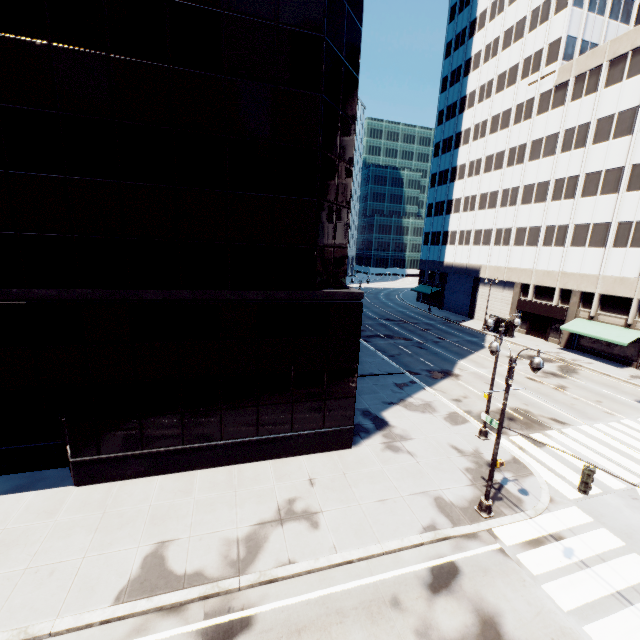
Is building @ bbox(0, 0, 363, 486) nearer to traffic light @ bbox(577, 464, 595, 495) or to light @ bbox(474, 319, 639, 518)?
light @ bbox(474, 319, 639, 518)

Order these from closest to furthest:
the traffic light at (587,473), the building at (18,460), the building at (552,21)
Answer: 1. the traffic light at (587,473)
2. the building at (18,460)
3. the building at (552,21)

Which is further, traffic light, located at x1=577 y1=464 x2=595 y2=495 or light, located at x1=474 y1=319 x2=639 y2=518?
light, located at x1=474 y1=319 x2=639 y2=518

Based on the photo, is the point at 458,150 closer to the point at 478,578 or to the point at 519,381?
the point at 519,381

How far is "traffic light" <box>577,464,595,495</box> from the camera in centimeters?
957cm

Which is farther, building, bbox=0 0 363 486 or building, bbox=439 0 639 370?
building, bbox=439 0 639 370

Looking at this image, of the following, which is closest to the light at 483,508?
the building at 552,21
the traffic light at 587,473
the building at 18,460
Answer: the traffic light at 587,473

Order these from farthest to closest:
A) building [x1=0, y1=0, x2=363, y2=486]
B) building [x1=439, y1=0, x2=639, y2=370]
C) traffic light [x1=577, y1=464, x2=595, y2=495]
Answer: building [x1=439, y1=0, x2=639, y2=370] → building [x1=0, y1=0, x2=363, y2=486] → traffic light [x1=577, y1=464, x2=595, y2=495]
